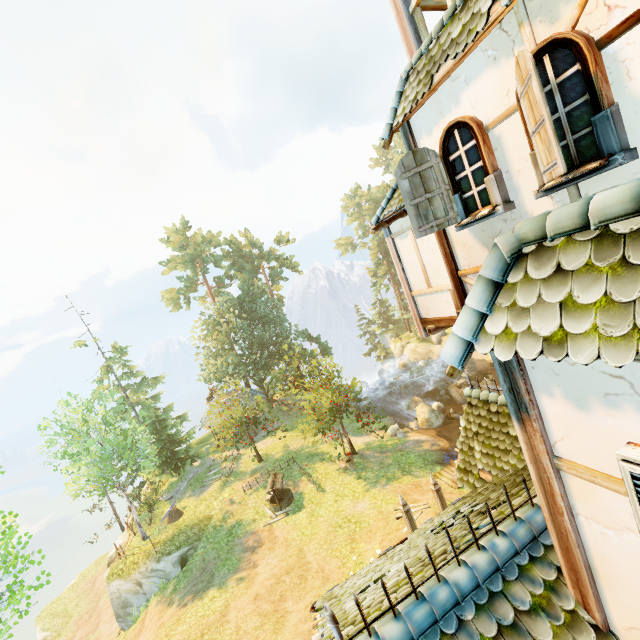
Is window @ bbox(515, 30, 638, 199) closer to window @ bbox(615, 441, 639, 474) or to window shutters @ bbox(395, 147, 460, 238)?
window shutters @ bbox(395, 147, 460, 238)

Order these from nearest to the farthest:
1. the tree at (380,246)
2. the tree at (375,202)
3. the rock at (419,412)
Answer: the rock at (419,412), the tree at (380,246), the tree at (375,202)

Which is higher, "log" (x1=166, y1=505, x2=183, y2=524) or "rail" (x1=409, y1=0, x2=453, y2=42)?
"rail" (x1=409, y1=0, x2=453, y2=42)

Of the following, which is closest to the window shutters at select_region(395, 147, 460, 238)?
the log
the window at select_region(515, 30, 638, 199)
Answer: the window at select_region(515, 30, 638, 199)

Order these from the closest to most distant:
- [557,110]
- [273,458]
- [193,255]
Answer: [557,110]
[273,458]
[193,255]

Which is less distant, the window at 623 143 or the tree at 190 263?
the window at 623 143

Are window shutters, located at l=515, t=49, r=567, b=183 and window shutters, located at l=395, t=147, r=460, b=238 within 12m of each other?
yes

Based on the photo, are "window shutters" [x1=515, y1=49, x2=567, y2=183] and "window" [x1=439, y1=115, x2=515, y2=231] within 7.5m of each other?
yes
